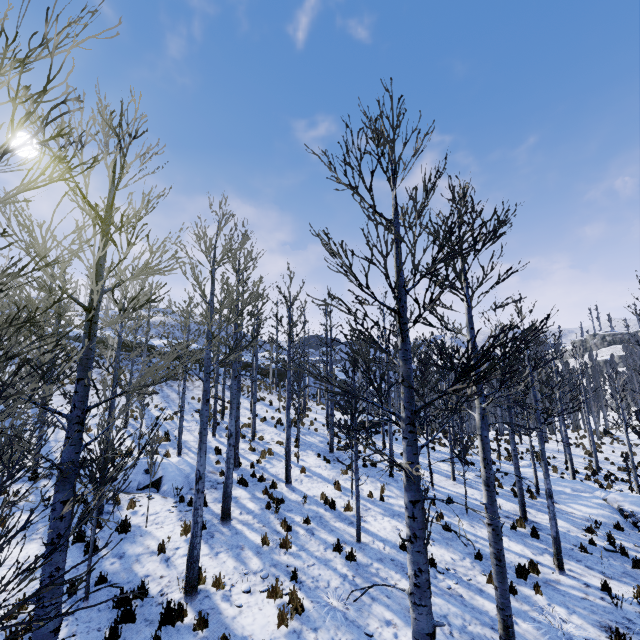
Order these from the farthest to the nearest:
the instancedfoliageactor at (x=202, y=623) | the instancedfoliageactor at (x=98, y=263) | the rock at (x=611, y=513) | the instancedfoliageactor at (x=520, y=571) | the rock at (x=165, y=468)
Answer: the rock at (x=611, y=513)
the rock at (x=165, y=468)
the instancedfoliageactor at (x=520, y=571)
the instancedfoliageactor at (x=202, y=623)
the instancedfoliageactor at (x=98, y=263)

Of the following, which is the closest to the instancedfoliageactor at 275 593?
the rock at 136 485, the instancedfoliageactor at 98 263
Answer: the instancedfoliageactor at 98 263

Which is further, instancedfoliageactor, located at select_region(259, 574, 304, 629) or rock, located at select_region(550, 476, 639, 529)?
rock, located at select_region(550, 476, 639, 529)

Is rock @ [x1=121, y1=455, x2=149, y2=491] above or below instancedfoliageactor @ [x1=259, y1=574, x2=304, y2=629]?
above

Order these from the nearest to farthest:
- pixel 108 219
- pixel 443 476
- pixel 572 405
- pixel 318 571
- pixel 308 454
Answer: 1. pixel 108 219
2. pixel 318 571
3. pixel 572 405
4. pixel 443 476
5. pixel 308 454

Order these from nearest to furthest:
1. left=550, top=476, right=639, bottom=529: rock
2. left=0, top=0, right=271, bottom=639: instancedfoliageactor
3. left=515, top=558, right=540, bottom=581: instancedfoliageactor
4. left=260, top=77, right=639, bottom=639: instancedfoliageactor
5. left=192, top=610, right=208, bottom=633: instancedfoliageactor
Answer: left=0, top=0, right=271, bottom=639: instancedfoliageactor, left=260, top=77, right=639, bottom=639: instancedfoliageactor, left=192, top=610, right=208, bottom=633: instancedfoliageactor, left=515, top=558, right=540, bottom=581: instancedfoliageactor, left=550, top=476, right=639, bottom=529: rock

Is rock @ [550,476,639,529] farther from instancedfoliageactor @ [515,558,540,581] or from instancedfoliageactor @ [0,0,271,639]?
instancedfoliageactor @ [515,558,540,581]

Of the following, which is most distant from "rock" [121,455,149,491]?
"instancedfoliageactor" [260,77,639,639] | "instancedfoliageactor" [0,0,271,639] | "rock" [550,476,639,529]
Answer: "instancedfoliageactor" [260,77,639,639]
